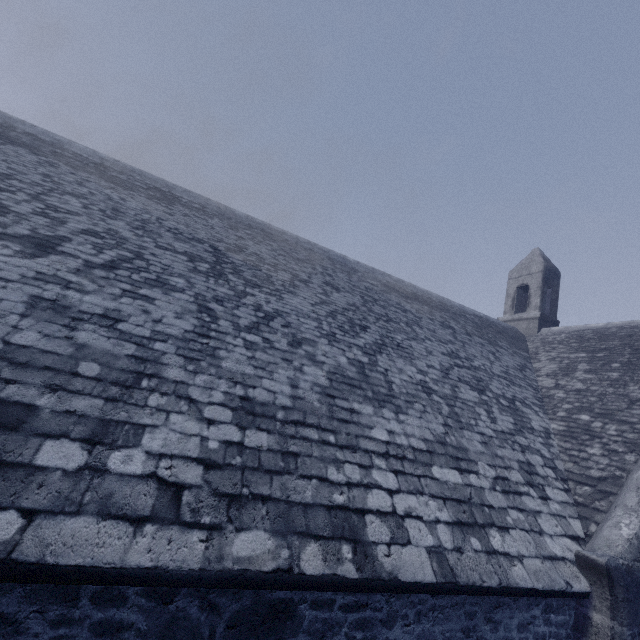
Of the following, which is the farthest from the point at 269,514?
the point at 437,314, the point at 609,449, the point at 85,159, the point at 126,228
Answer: the point at 85,159
